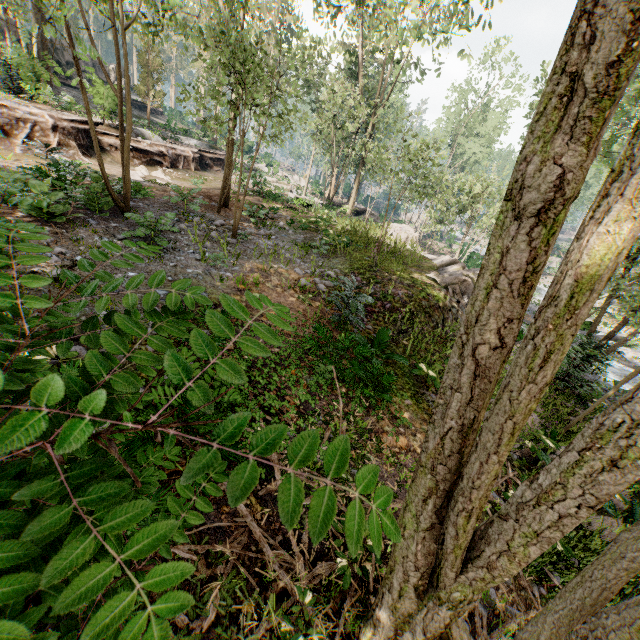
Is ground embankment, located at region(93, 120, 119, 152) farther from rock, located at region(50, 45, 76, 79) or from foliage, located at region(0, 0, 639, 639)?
rock, located at region(50, 45, 76, 79)

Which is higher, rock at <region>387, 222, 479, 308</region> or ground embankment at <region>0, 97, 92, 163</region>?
ground embankment at <region>0, 97, 92, 163</region>

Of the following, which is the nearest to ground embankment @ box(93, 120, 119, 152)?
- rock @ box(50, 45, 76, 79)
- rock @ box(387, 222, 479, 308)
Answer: rock @ box(387, 222, 479, 308)

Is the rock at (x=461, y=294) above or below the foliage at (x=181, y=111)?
below

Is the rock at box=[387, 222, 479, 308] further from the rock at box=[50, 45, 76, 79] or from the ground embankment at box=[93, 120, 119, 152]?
the rock at box=[50, 45, 76, 79]

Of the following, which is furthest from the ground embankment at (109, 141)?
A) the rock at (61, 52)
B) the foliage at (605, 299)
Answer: the rock at (61, 52)

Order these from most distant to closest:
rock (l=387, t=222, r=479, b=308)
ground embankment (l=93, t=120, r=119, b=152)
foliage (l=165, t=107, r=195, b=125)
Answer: ground embankment (l=93, t=120, r=119, b=152), rock (l=387, t=222, r=479, b=308), foliage (l=165, t=107, r=195, b=125)

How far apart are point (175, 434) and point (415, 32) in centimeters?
2523cm
